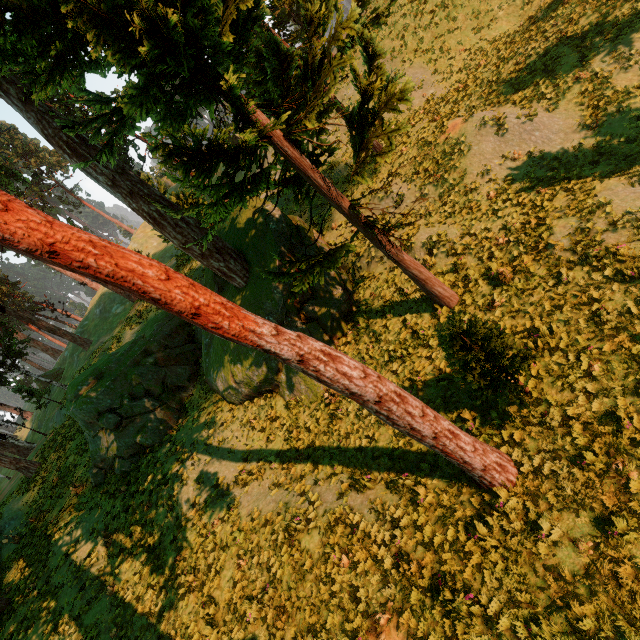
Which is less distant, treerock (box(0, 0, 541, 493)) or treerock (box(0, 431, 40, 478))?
treerock (box(0, 0, 541, 493))

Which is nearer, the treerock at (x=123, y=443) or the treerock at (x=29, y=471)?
the treerock at (x=123, y=443)

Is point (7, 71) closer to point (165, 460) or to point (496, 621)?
point (165, 460)
